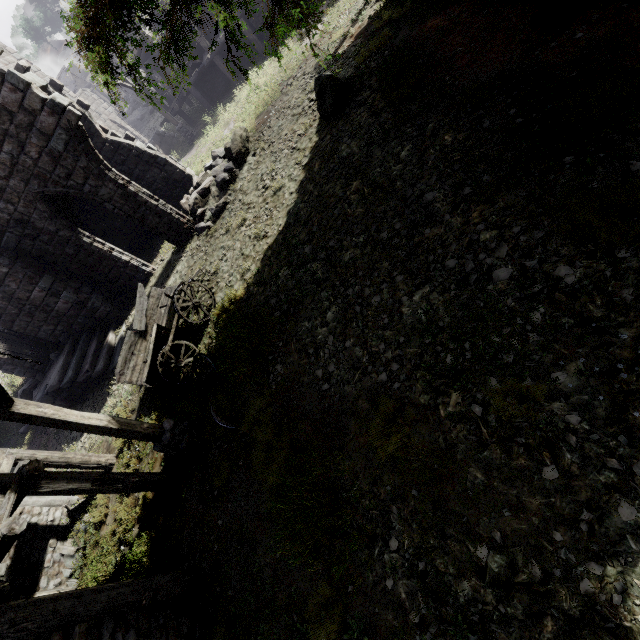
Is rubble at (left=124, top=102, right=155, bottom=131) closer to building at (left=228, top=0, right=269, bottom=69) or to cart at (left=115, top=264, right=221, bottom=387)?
building at (left=228, top=0, right=269, bottom=69)

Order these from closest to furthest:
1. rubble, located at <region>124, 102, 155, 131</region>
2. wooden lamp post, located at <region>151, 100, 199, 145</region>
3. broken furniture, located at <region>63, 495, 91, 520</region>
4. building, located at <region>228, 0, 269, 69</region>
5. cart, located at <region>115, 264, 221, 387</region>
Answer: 1. cart, located at <region>115, 264, 221, 387</region>
2. broken furniture, located at <region>63, 495, 91, 520</region>
3. building, located at <region>228, 0, 269, 69</region>
4. wooden lamp post, located at <region>151, 100, 199, 145</region>
5. rubble, located at <region>124, 102, 155, 131</region>

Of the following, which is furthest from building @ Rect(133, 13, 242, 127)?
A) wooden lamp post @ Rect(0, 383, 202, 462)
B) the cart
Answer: the cart

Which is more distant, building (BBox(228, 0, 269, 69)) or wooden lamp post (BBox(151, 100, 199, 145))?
wooden lamp post (BBox(151, 100, 199, 145))

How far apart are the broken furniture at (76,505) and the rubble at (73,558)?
0.1m

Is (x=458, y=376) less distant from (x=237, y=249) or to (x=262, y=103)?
(x=237, y=249)

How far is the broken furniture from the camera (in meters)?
9.60

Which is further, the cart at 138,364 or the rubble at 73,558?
the rubble at 73,558
